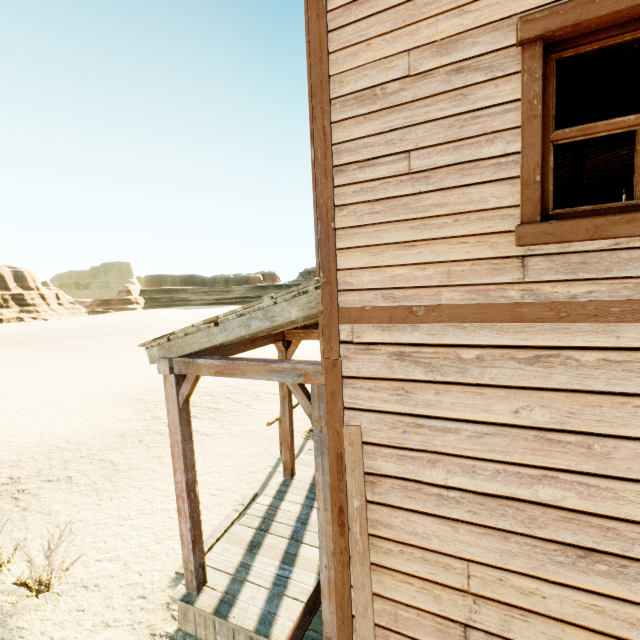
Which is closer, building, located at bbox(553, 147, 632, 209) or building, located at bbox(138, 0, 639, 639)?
building, located at bbox(138, 0, 639, 639)

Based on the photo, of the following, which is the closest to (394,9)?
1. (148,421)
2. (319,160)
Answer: (319,160)

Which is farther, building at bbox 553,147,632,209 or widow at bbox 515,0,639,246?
building at bbox 553,147,632,209

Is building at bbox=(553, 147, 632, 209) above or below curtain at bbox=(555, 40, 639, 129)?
above

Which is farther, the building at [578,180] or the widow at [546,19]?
the building at [578,180]

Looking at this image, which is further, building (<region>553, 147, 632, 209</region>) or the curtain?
building (<region>553, 147, 632, 209</region>)

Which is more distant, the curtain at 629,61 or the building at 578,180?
the building at 578,180

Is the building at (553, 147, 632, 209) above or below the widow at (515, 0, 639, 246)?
above
